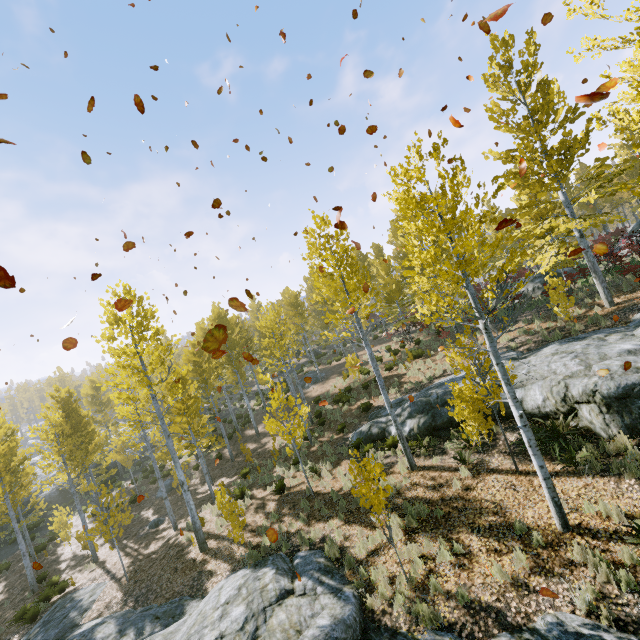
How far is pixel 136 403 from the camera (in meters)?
56.75

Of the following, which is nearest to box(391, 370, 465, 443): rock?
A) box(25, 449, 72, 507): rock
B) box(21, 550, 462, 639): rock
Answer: box(21, 550, 462, 639): rock

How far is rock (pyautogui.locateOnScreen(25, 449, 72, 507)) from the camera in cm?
2670

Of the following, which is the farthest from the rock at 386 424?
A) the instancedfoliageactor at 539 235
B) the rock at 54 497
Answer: the rock at 54 497

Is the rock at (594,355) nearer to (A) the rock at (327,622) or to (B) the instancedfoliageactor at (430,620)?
(B) the instancedfoliageactor at (430,620)

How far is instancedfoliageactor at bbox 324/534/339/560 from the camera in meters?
8.5 m

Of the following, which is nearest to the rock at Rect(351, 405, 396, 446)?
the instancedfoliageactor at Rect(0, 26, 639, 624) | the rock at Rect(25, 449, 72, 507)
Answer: the instancedfoliageactor at Rect(0, 26, 639, 624)
